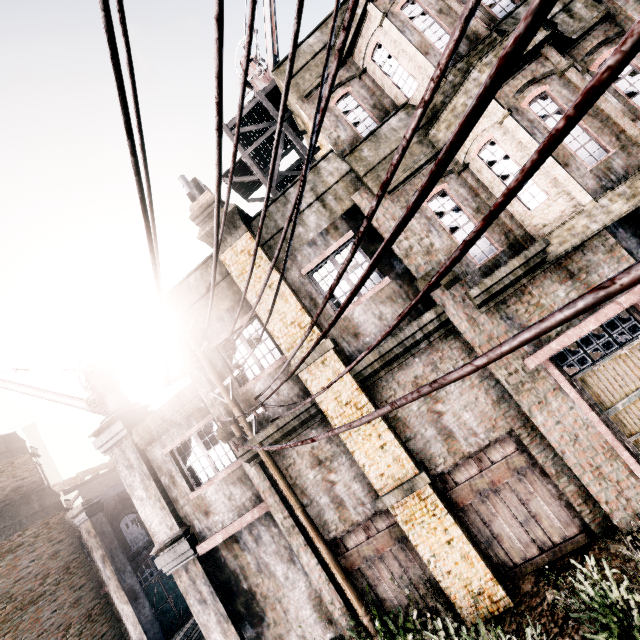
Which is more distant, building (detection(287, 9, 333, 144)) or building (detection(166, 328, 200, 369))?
building (detection(166, 328, 200, 369))

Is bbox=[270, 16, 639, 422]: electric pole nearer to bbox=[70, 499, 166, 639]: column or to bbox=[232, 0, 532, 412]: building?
bbox=[232, 0, 532, 412]: building

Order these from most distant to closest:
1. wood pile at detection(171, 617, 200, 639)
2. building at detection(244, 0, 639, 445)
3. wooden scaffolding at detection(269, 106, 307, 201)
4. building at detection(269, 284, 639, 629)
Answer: wood pile at detection(171, 617, 200, 639)
wooden scaffolding at detection(269, 106, 307, 201)
building at detection(269, 284, 639, 629)
building at detection(244, 0, 639, 445)

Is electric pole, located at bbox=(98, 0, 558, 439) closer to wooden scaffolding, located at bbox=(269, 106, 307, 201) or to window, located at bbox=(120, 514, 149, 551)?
wooden scaffolding, located at bbox=(269, 106, 307, 201)

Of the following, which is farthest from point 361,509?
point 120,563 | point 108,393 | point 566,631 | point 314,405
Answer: point 120,563

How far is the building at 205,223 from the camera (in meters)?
8.62

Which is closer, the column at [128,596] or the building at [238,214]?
the building at [238,214]

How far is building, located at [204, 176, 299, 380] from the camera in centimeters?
831cm
